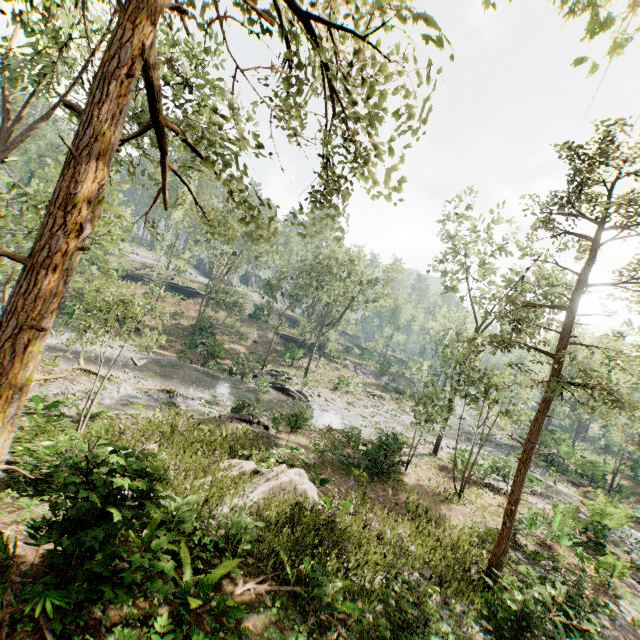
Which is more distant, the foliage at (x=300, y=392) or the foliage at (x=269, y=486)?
the foliage at (x=300, y=392)

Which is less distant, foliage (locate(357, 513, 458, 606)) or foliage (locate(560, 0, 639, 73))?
foliage (locate(560, 0, 639, 73))

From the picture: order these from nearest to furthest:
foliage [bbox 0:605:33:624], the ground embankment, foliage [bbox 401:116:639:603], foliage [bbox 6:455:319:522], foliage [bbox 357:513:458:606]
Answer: foliage [bbox 0:605:33:624], foliage [bbox 6:455:319:522], foliage [bbox 357:513:458:606], foliage [bbox 401:116:639:603], the ground embankment

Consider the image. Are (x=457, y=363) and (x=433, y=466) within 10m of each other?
yes

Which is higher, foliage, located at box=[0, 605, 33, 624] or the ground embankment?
the ground embankment

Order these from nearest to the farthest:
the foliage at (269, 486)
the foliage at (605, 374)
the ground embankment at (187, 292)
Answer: the foliage at (269, 486) < the foliage at (605, 374) < the ground embankment at (187, 292)
